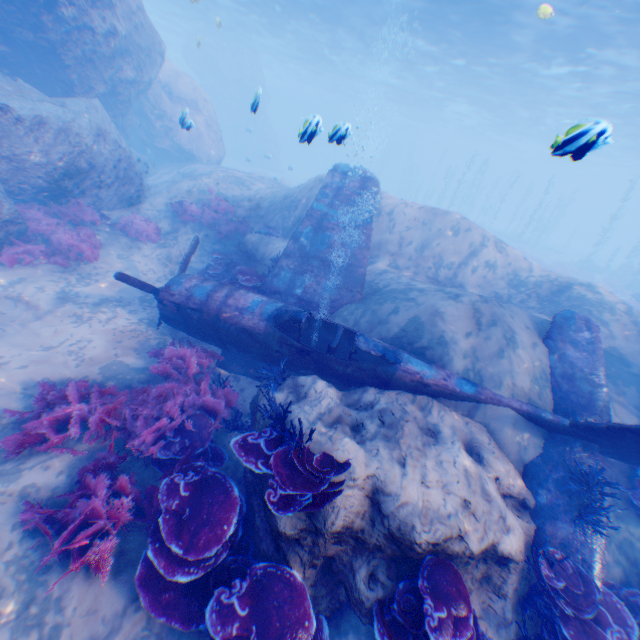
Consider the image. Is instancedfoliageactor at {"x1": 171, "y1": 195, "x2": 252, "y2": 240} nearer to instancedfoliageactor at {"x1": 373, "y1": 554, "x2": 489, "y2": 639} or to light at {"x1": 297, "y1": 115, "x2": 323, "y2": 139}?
light at {"x1": 297, "y1": 115, "x2": 323, "y2": 139}

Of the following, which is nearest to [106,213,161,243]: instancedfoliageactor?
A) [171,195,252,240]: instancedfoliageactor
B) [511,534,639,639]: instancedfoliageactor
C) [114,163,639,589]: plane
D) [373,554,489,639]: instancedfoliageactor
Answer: [171,195,252,240]: instancedfoliageactor

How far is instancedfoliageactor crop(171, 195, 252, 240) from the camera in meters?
13.0

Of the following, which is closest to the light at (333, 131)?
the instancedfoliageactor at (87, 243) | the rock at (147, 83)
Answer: the rock at (147, 83)

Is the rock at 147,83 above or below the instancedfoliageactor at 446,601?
above

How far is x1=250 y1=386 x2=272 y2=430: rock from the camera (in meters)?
5.20

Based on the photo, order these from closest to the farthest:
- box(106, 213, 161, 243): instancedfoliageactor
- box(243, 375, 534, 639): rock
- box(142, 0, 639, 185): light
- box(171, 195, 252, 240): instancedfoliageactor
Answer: box(243, 375, 534, 639): rock
box(106, 213, 161, 243): instancedfoliageactor
box(171, 195, 252, 240): instancedfoliageactor
box(142, 0, 639, 185): light

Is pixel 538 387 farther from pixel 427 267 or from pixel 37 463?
pixel 37 463
